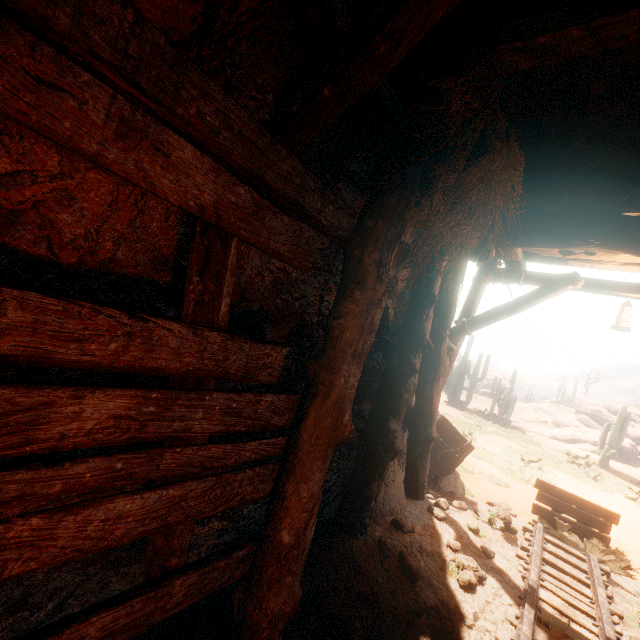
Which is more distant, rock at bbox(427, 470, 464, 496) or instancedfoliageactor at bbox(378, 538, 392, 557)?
rock at bbox(427, 470, 464, 496)

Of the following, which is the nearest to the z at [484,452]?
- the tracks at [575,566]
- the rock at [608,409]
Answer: the tracks at [575,566]

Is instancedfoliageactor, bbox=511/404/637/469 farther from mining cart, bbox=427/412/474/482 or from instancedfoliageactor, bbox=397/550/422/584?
instancedfoliageactor, bbox=397/550/422/584

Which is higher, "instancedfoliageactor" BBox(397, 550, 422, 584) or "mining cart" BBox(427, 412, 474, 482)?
"mining cart" BBox(427, 412, 474, 482)

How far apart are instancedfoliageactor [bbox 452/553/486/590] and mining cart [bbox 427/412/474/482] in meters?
2.1

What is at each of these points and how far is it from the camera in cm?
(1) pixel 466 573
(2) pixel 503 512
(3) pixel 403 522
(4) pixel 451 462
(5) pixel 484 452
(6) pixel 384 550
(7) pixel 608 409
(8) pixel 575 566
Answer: (1) instancedfoliageactor, 369
(2) instancedfoliageactor, 605
(3) instancedfoliageactor, 416
(4) mining cart, 642
(5) z, 1227
(6) instancedfoliageactor, 369
(7) rock, 2728
(8) tracks, 486

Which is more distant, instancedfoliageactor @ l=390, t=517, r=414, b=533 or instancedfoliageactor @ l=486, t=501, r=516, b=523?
instancedfoliageactor @ l=486, t=501, r=516, b=523

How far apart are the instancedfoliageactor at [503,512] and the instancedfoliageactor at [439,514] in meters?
1.9 m
